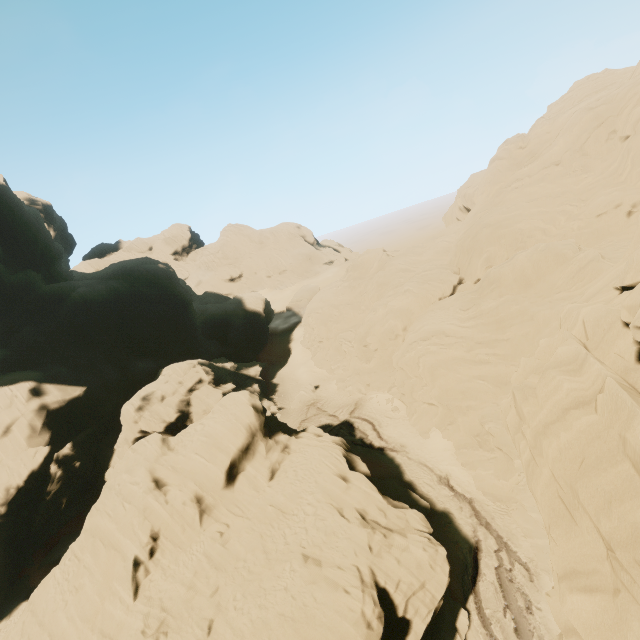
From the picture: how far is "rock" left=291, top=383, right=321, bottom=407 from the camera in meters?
46.1 m

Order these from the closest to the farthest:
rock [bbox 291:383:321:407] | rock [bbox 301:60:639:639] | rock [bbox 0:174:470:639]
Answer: rock [bbox 301:60:639:639] < rock [bbox 0:174:470:639] < rock [bbox 291:383:321:407]

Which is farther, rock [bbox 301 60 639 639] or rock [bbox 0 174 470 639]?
rock [bbox 0 174 470 639]

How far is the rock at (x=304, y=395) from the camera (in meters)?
46.09

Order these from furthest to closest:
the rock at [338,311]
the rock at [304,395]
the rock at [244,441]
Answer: the rock at [304,395] < the rock at [244,441] < the rock at [338,311]

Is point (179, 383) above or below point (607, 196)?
below
